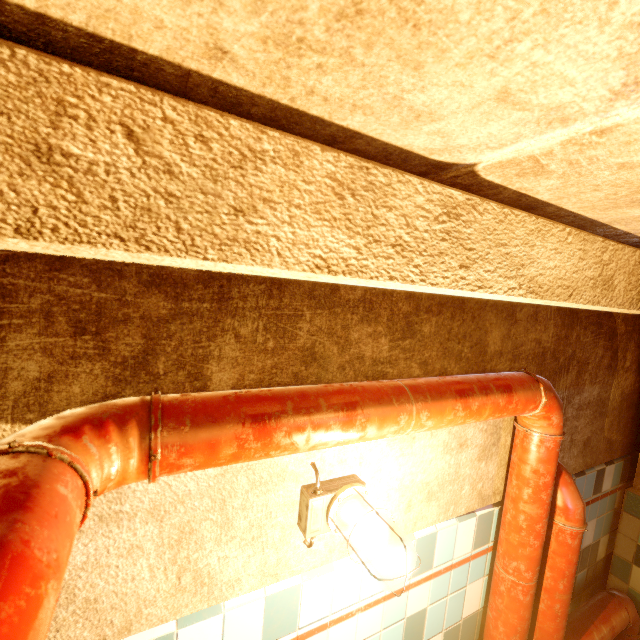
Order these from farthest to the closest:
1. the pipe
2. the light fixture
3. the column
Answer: the column
the light fixture
the pipe

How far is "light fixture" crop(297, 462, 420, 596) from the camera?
1.1m

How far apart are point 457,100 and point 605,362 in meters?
2.5 m

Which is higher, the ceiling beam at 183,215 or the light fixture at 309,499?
the ceiling beam at 183,215

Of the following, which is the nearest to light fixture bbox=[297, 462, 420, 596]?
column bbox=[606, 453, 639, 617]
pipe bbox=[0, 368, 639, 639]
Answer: pipe bbox=[0, 368, 639, 639]

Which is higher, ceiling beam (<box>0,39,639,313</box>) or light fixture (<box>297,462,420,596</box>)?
ceiling beam (<box>0,39,639,313</box>)

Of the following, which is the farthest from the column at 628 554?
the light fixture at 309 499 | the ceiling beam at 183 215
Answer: the light fixture at 309 499

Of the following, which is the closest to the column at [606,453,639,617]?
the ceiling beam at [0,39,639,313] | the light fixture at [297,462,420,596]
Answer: the ceiling beam at [0,39,639,313]
